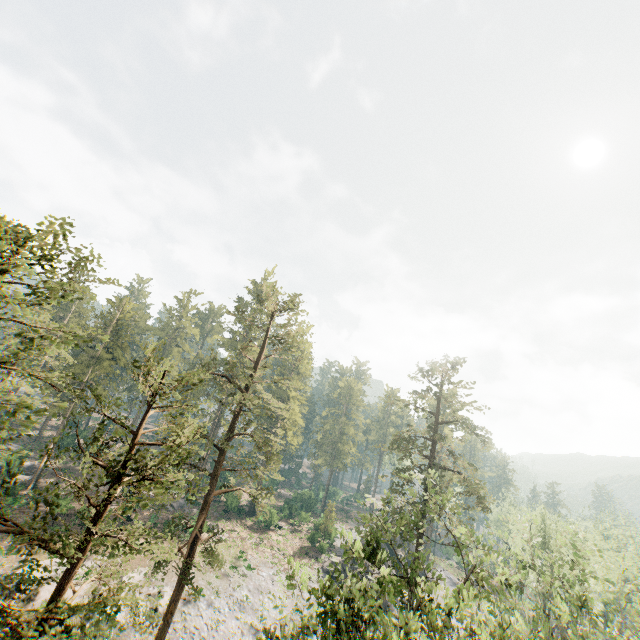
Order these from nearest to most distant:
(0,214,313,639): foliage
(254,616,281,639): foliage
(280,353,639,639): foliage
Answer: (0,214,313,639): foliage, (254,616,281,639): foliage, (280,353,639,639): foliage

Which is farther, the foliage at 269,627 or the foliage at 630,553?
the foliage at 630,553

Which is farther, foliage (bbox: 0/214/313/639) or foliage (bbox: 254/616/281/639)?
foliage (bbox: 254/616/281/639)

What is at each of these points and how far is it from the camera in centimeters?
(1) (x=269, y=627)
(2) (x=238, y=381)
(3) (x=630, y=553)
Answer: (1) foliage, 1145cm
(2) foliage, 5647cm
(3) foliage, 5406cm

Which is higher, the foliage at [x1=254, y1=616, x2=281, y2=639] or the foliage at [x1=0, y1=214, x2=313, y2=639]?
the foliage at [x1=254, y1=616, x2=281, y2=639]

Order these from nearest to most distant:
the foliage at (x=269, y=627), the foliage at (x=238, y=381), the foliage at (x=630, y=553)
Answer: the foliage at (x=238, y=381) < the foliage at (x=269, y=627) < the foliage at (x=630, y=553)
